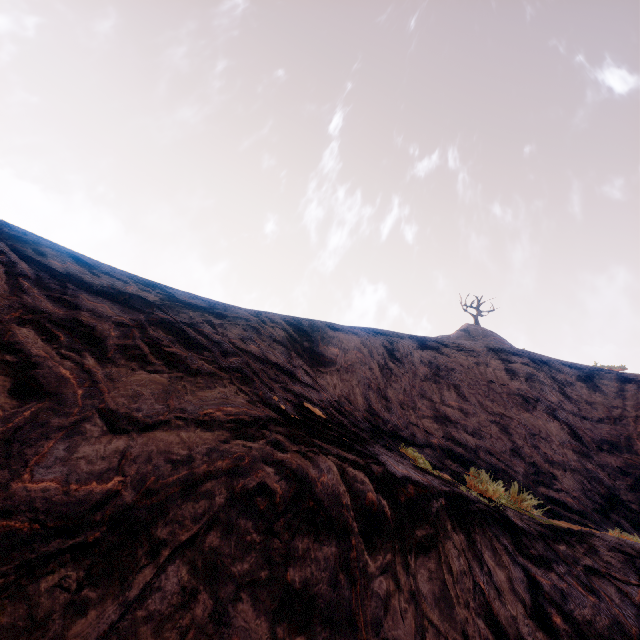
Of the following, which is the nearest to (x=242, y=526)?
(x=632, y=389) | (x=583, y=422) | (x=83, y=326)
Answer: (x=83, y=326)
